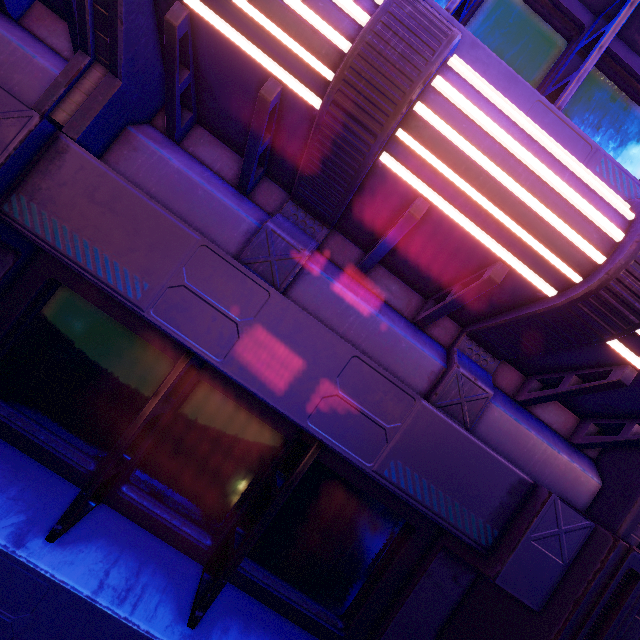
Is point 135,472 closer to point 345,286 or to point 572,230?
point 345,286
